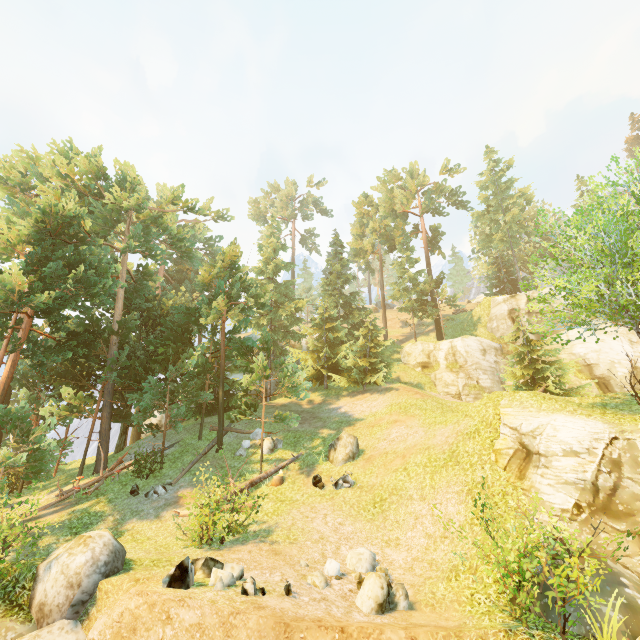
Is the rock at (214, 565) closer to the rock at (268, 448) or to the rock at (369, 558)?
the rock at (369, 558)

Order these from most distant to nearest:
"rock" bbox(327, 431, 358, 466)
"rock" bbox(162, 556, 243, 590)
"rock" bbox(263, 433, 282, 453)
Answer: "rock" bbox(263, 433, 282, 453) → "rock" bbox(327, 431, 358, 466) → "rock" bbox(162, 556, 243, 590)

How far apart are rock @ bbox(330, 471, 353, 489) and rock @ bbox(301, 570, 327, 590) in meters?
5.8 m

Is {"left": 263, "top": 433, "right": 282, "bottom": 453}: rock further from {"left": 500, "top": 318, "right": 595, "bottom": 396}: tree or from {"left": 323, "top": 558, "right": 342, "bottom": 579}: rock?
{"left": 323, "top": 558, "right": 342, "bottom": 579}: rock

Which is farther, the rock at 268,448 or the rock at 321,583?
the rock at 268,448

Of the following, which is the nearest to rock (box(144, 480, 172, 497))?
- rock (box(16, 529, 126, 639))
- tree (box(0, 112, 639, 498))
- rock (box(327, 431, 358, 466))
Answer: tree (box(0, 112, 639, 498))

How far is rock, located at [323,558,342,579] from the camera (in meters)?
9.66

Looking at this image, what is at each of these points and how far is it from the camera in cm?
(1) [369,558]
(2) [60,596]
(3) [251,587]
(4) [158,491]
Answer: (1) rock, 1058
(2) rock, 794
(3) rock, 757
(4) rock, 1619
